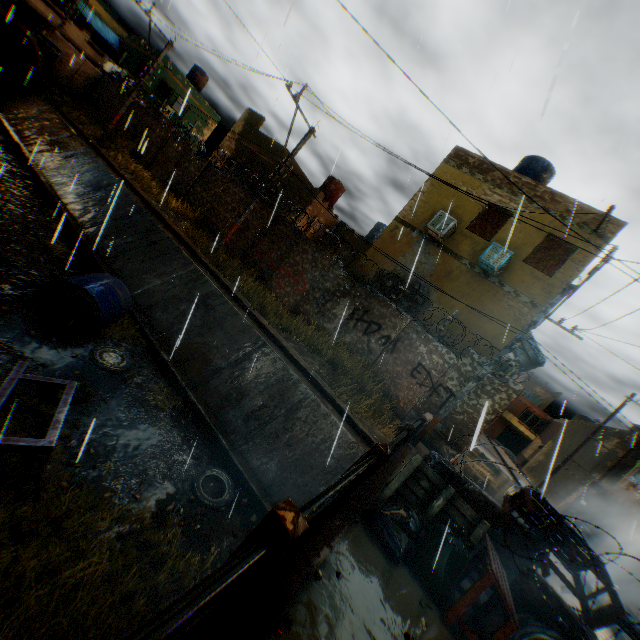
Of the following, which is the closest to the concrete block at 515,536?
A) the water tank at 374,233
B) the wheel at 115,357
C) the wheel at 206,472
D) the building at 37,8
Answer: the wheel at 206,472

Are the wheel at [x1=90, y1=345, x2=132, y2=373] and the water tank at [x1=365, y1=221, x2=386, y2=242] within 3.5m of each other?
no

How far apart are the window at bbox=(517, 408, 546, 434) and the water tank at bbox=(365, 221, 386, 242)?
35.59m

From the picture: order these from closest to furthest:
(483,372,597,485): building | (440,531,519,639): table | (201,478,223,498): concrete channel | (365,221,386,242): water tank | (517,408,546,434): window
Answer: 1. (440,531,519,639): table
2. (201,478,223,498): concrete channel
3. (365,221,386,242): water tank
4. (483,372,597,485): building
5. (517,408,546,434): window

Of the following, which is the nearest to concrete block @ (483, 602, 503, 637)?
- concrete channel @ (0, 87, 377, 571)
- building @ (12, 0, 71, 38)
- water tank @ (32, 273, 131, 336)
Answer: concrete channel @ (0, 87, 377, 571)

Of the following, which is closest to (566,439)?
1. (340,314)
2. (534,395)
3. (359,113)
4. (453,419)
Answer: (534,395)

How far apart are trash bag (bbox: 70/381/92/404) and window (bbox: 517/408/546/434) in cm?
5096

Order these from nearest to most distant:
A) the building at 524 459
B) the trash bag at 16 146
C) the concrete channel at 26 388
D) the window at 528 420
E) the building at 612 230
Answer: the concrete channel at 26 388 → the building at 612 230 → the trash bag at 16 146 → the building at 524 459 → the window at 528 420
